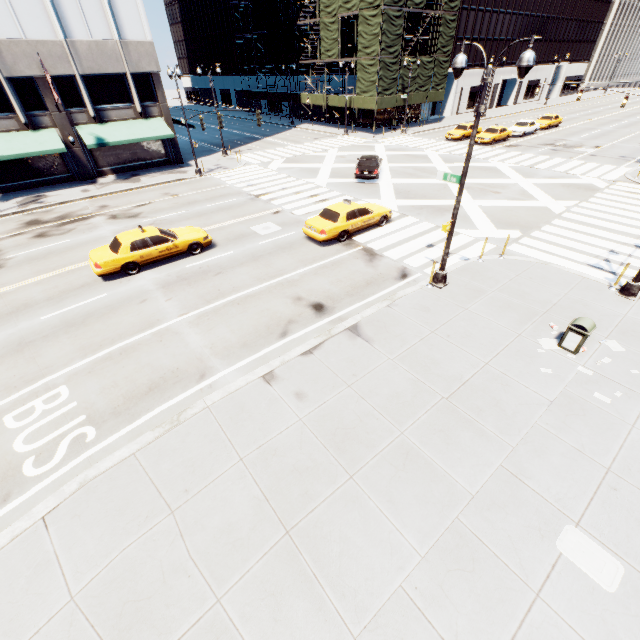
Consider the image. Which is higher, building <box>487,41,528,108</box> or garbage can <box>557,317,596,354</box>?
building <box>487,41,528,108</box>

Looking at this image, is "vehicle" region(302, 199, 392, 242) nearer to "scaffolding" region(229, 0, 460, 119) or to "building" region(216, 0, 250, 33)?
"scaffolding" region(229, 0, 460, 119)

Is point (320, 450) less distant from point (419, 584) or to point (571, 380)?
point (419, 584)

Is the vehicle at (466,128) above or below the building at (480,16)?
below

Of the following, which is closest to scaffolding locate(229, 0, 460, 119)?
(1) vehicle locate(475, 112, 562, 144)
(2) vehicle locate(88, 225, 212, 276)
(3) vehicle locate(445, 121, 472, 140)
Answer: (3) vehicle locate(445, 121, 472, 140)

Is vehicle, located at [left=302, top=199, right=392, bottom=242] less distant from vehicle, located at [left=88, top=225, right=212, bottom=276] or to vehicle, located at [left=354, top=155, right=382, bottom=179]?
vehicle, located at [left=88, top=225, right=212, bottom=276]

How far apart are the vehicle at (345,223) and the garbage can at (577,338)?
10.1m

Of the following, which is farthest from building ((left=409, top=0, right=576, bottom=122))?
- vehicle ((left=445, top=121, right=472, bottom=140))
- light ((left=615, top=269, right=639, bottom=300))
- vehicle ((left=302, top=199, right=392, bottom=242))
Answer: light ((left=615, top=269, right=639, bottom=300))
